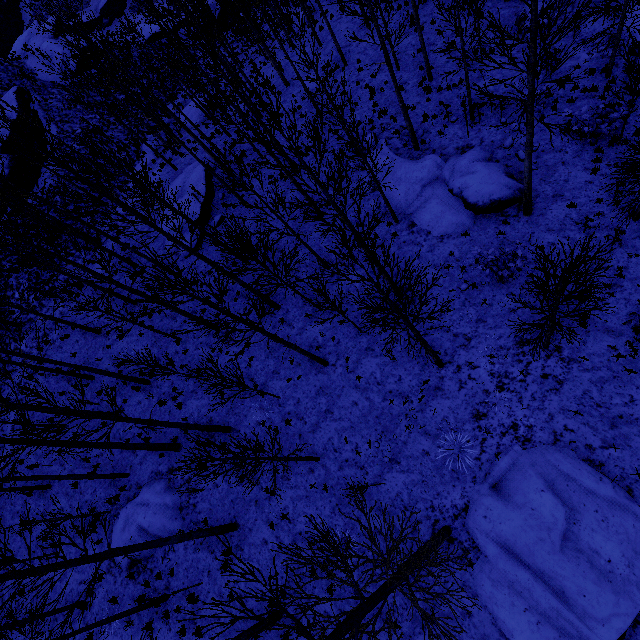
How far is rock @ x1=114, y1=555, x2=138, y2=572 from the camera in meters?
13.3 m

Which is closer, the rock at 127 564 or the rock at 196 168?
the rock at 127 564

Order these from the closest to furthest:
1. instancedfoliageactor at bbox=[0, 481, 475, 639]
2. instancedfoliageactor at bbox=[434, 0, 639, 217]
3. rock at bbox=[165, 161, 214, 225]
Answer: instancedfoliageactor at bbox=[0, 481, 475, 639] → instancedfoliageactor at bbox=[434, 0, 639, 217] → rock at bbox=[165, 161, 214, 225]

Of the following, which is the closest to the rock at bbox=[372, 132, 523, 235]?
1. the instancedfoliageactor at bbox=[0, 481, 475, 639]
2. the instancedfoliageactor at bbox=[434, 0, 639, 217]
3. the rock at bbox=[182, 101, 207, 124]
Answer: the instancedfoliageactor at bbox=[434, 0, 639, 217]

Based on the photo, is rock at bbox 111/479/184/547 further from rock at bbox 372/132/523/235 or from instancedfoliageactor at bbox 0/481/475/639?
rock at bbox 372/132/523/235

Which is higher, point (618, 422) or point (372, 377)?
point (372, 377)

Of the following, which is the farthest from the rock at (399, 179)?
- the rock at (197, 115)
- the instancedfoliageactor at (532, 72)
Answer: the rock at (197, 115)

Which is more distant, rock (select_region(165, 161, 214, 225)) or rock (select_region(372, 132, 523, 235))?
rock (select_region(165, 161, 214, 225))
